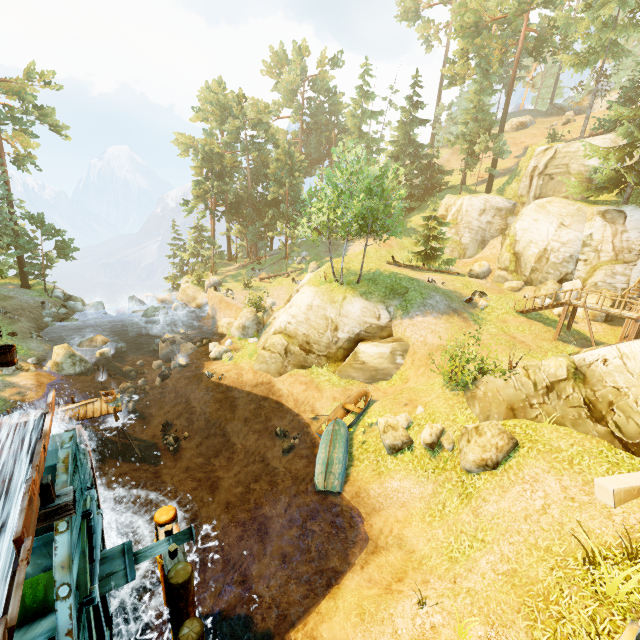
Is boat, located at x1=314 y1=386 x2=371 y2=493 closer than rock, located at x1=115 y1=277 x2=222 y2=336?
Yes

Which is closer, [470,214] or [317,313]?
[317,313]

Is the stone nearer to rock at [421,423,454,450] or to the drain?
rock at [421,423,454,450]

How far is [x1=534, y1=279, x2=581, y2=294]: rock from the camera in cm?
2439

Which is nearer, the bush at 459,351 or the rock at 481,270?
the bush at 459,351

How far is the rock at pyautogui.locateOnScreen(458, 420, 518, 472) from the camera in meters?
10.4 m

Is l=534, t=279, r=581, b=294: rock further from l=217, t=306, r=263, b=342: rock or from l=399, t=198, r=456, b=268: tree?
l=217, t=306, r=263, b=342: rock

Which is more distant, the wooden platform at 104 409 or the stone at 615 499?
the wooden platform at 104 409
